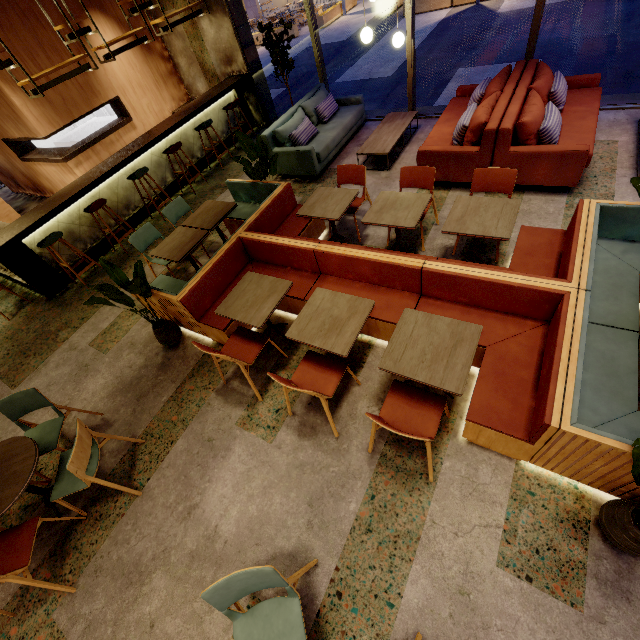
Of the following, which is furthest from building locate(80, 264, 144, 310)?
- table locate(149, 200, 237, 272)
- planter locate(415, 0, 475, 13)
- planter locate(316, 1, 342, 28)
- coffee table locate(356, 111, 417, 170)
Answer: planter locate(316, 1, 342, 28)

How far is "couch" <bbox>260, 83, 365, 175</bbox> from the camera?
5.98m

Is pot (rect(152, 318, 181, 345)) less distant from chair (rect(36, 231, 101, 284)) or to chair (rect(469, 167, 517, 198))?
chair (rect(36, 231, 101, 284))

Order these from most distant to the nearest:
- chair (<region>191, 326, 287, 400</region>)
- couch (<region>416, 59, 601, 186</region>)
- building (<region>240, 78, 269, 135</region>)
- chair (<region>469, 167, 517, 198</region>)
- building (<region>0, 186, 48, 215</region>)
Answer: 1. building (<region>0, 186, 48, 215</region>)
2. building (<region>240, 78, 269, 135</region>)
3. couch (<region>416, 59, 601, 186</region>)
4. chair (<region>469, 167, 517, 198</region>)
5. chair (<region>191, 326, 287, 400</region>)

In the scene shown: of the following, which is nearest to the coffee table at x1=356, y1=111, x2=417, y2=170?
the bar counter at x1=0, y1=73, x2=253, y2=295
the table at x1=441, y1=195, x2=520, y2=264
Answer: the table at x1=441, y1=195, x2=520, y2=264

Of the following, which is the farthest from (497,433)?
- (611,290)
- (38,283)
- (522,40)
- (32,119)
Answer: (522,40)

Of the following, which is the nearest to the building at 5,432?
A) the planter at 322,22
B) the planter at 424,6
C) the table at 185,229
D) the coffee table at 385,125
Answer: the coffee table at 385,125

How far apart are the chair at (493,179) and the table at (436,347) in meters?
1.7 m
